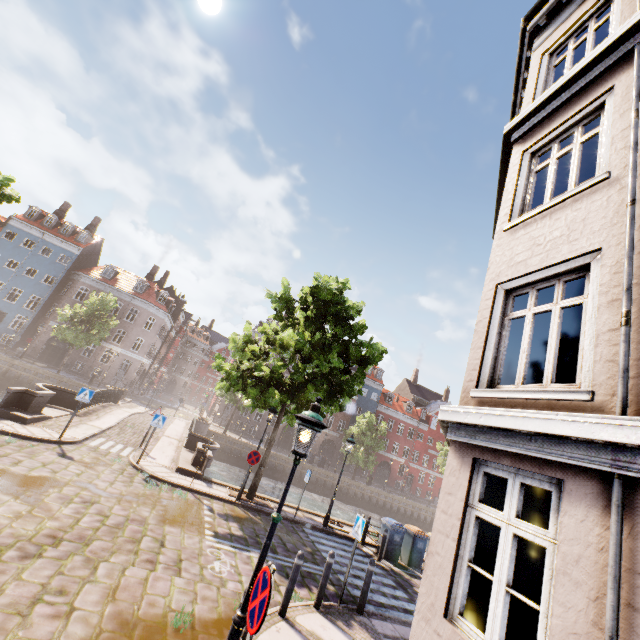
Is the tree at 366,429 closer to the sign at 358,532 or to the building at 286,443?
the building at 286,443

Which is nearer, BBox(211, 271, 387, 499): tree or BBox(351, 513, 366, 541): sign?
BBox(351, 513, 366, 541): sign

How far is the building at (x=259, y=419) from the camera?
42.7m

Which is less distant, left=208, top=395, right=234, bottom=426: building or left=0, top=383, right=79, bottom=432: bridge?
left=0, top=383, right=79, bottom=432: bridge

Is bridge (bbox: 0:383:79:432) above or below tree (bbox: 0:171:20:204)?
below

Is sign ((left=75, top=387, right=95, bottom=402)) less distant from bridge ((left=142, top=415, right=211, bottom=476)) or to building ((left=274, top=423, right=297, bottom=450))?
bridge ((left=142, top=415, right=211, bottom=476))

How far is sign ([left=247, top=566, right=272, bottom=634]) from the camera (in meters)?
3.11

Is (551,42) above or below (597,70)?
above
